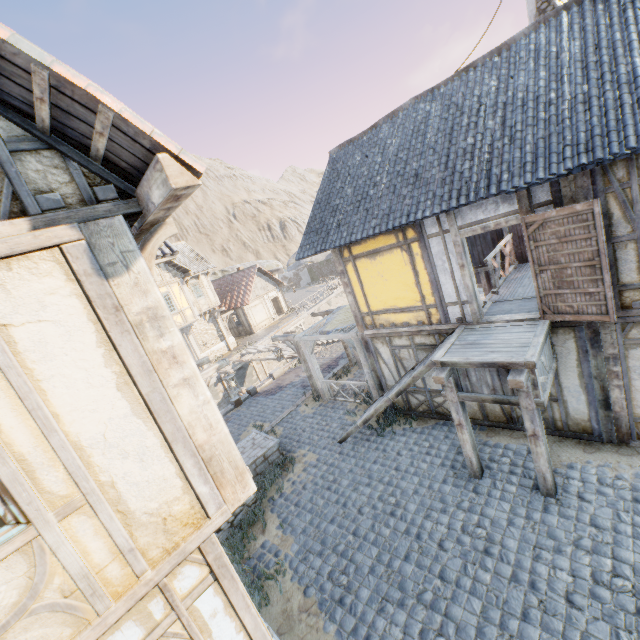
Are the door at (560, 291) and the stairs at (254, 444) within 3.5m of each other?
no

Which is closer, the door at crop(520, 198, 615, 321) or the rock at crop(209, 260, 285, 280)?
the door at crop(520, 198, 615, 321)

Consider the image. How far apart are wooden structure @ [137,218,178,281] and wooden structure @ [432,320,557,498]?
5.34m

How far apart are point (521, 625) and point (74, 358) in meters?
6.8 m

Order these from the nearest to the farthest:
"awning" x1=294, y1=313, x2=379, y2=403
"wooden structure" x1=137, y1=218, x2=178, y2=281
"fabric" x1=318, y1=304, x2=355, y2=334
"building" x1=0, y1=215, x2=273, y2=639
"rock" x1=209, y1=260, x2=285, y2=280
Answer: "building" x1=0, y1=215, x2=273, y2=639 → "wooden structure" x1=137, y1=218, x2=178, y2=281 → "awning" x1=294, y1=313, x2=379, y2=403 → "fabric" x1=318, y1=304, x2=355, y2=334 → "rock" x1=209, y1=260, x2=285, y2=280

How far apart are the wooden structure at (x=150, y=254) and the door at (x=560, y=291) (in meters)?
6.19

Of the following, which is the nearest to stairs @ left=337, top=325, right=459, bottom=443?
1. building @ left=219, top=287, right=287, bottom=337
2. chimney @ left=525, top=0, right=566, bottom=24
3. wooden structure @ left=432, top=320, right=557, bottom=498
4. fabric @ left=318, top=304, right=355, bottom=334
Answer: wooden structure @ left=432, top=320, right=557, bottom=498

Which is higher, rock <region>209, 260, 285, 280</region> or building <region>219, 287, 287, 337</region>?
rock <region>209, 260, 285, 280</region>
